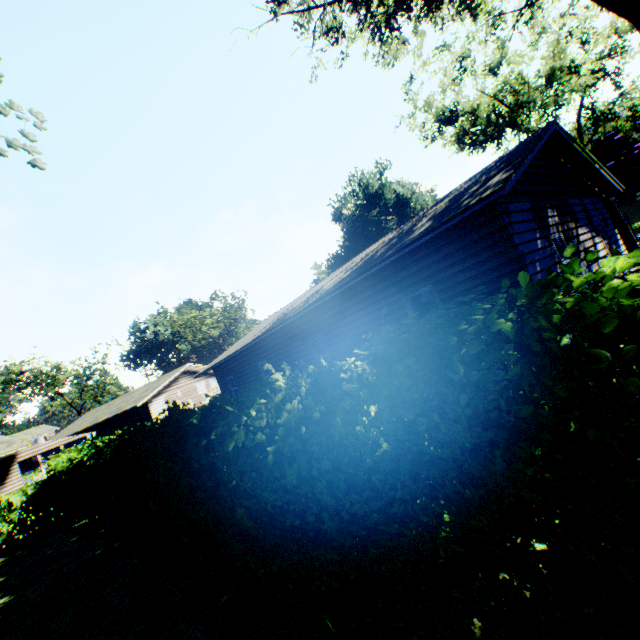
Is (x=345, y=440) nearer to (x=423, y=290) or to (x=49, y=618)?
(x=423, y=290)

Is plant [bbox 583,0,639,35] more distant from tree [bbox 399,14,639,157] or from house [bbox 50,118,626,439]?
tree [bbox 399,14,639,157]

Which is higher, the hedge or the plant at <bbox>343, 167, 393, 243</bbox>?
the plant at <bbox>343, 167, 393, 243</bbox>

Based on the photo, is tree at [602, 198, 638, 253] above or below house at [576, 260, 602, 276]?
below

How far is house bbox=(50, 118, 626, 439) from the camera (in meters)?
6.82

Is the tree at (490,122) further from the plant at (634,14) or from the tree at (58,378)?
the tree at (58,378)

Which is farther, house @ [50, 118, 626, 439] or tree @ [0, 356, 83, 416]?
tree @ [0, 356, 83, 416]

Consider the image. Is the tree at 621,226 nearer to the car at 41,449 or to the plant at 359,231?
the plant at 359,231
